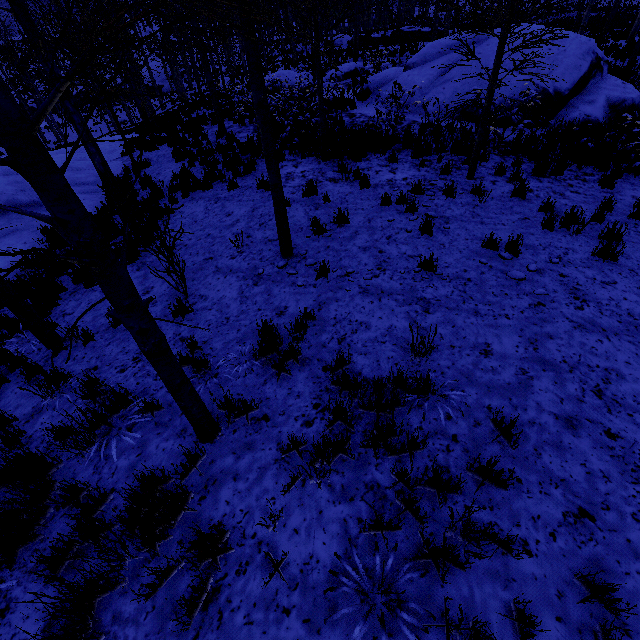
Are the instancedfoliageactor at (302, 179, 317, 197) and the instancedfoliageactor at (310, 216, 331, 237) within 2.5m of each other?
yes

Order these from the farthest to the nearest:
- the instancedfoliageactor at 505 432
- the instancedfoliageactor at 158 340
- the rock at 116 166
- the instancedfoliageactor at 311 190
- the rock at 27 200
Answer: the rock at 116 166
the rock at 27 200
the instancedfoliageactor at 311 190
the instancedfoliageactor at 505 432
the instancedfoliageactor at 158 340

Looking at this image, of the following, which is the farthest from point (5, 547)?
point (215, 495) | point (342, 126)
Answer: point (342, 126)

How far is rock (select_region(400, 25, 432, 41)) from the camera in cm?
3406

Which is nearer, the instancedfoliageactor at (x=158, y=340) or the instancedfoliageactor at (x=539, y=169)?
the instancedfoliageactor at (x=158, y=340)

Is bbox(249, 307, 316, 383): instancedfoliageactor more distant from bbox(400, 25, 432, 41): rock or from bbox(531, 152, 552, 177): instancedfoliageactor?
bbox(400, 25, 432, 41): rock

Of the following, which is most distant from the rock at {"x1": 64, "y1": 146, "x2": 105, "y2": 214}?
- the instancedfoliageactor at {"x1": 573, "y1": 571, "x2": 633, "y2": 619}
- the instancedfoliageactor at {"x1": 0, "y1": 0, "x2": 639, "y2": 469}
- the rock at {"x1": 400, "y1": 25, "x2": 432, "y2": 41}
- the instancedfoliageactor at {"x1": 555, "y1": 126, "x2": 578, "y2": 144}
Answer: the rock at {"x1": 400, "y1": 25, "x2": 432, "y2": 41}

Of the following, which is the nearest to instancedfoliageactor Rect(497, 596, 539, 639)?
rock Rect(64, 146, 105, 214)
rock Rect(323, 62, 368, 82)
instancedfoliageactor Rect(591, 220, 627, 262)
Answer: instancedfoliageactor Rect(591, 220, 627, 262)
